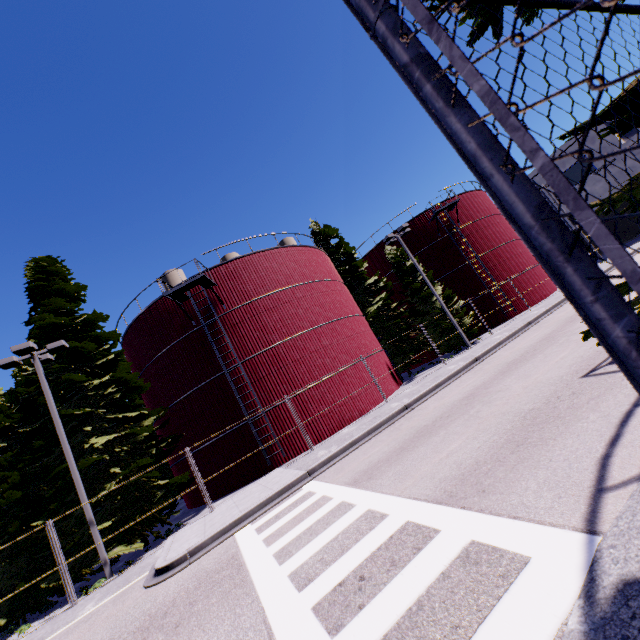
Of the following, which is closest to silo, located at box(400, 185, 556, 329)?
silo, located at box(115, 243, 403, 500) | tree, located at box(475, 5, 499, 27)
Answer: silo, located at box(115, 243, 403, 500)

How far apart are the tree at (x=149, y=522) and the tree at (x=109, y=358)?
6.37m

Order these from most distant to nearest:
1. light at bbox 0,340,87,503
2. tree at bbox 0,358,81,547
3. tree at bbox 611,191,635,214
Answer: tree at bbox 0,358,81,547, light at bbox 0,340,87,503, tree at bbox 611,191,635,214

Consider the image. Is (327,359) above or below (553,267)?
above

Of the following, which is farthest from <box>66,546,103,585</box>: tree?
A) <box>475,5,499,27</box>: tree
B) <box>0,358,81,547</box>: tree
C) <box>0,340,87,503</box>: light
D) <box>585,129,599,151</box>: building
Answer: <box>585,129,599,151</box>: building

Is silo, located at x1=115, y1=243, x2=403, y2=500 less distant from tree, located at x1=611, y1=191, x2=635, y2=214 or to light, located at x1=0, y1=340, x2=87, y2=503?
tree, located at x1=611, y1=191, x2=635, y2=214

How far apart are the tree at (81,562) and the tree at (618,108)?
18.7m

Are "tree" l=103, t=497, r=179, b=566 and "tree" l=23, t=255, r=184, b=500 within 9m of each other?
yes
